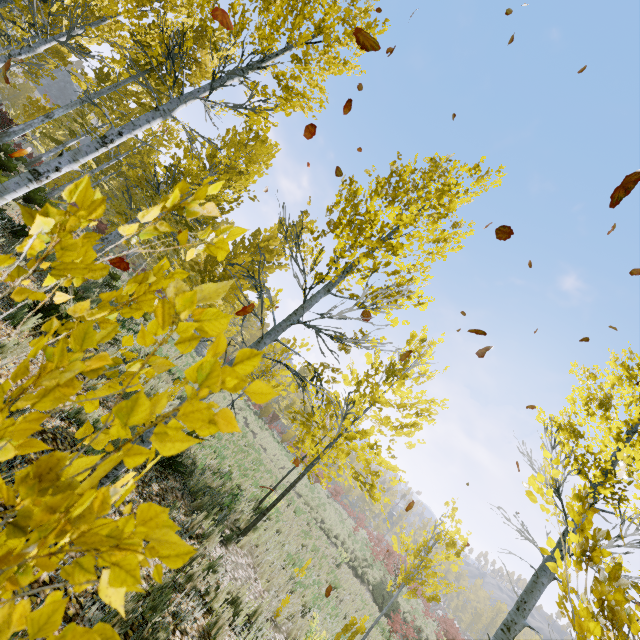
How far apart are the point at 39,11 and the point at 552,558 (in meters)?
18.09
